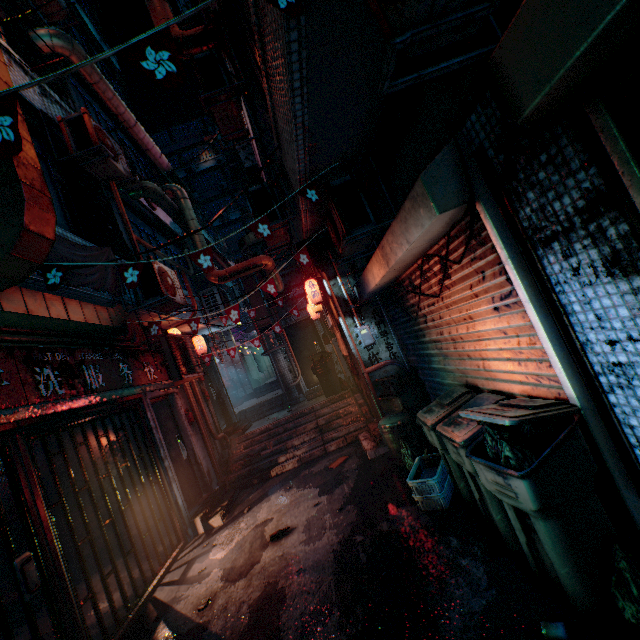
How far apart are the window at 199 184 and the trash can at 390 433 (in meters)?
33.08

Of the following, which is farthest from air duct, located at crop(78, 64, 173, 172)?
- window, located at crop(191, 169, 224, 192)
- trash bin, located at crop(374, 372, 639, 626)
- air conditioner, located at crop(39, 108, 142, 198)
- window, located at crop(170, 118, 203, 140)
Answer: window, located at crop(170, 118, 203, 140)

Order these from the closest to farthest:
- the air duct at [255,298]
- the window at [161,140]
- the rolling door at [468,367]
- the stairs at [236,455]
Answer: the rolling door at [468,367] → the stairs at [236,455] → the air duct at [255,298] → the window at [161,140]

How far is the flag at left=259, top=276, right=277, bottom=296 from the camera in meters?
4.6

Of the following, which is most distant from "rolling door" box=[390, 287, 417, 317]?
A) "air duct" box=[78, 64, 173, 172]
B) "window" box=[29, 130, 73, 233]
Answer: "air duct" box=[78, 64, 173, 172]

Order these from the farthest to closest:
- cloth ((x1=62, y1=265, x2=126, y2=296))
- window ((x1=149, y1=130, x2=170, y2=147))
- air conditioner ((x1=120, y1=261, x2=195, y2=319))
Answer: window ((x1=149, y1=130, x2=170, y2=147))
air conditioner ((x1=120, y1=261, x2=195, y2=319))
cloth ((x1=62, y1=265, x2=126, y2=296))

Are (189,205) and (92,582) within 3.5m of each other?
no

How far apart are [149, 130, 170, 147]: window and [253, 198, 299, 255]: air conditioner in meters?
34.4
